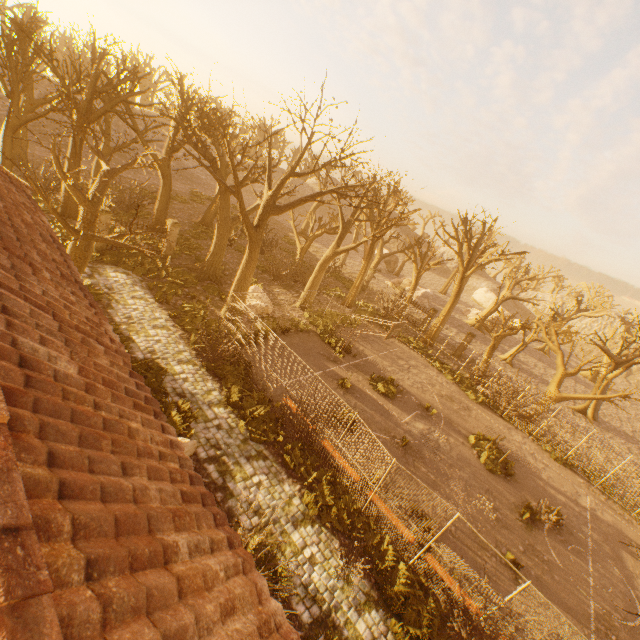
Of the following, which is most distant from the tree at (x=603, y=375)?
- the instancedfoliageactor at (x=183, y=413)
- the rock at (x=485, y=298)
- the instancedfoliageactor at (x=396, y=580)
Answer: the rock at (x=485, y=298)

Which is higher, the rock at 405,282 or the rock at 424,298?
the rock at 405,282

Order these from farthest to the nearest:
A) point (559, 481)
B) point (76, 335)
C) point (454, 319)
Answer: point (454, 319)
point (559, 481)
point (76, 335)

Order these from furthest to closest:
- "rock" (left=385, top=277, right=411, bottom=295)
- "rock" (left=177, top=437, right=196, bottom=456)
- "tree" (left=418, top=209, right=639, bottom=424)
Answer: "rock" (left=385, top=277, right=411, bottom=295)
"tree" (left=418, top=209, right=639, bottom=424)
"rock" (left=177, top=437, right=196, bottom=456)

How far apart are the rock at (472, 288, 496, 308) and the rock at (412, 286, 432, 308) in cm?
2237

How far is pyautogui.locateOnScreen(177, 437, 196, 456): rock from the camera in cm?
1012

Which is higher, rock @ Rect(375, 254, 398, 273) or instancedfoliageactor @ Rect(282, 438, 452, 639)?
rock @ Rect(375, 254, 398, 273)

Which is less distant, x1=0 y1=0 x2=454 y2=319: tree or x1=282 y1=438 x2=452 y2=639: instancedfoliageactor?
x1=282 y1=438 x2=452 y2=639: instancedfoliageactor
